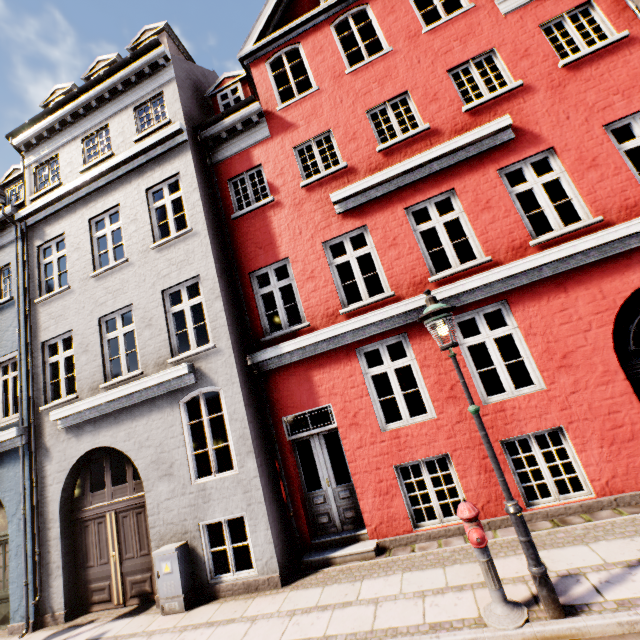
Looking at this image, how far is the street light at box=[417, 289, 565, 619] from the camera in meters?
3.5 m

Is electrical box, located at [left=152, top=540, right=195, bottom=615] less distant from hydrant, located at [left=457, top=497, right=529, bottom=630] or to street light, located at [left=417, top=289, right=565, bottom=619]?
hydrant, located at [left=457, top=497, right=529, bottom=630]

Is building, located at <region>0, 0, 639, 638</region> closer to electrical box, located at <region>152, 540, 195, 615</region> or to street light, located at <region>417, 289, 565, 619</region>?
electrical box, located at <region>152, 540, 195, 615</region>

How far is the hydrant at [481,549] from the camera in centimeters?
352cm

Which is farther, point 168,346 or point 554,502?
point 168,346

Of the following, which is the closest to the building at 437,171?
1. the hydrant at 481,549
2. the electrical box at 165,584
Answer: the electrical box at 165,584

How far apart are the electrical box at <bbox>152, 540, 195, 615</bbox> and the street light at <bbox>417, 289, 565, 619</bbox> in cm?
586

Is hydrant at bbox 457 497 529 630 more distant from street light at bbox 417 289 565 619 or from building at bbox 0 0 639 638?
building at bbox 0 0 639 638
